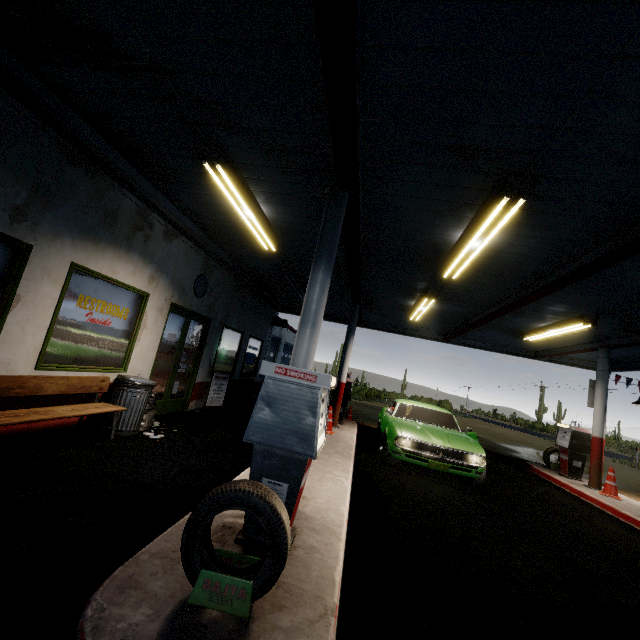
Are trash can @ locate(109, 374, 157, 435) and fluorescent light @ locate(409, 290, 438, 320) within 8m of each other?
yes

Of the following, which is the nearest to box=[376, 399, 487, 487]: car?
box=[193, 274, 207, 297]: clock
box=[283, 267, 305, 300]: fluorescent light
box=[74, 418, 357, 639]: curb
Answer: box=[74, 418, 357, 639]: curb

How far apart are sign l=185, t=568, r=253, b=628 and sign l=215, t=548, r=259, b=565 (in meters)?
0.24

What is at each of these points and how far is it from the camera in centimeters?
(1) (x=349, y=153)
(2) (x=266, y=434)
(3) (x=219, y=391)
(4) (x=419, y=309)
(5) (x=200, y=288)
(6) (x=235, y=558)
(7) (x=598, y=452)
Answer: (1) beam, 349cm
(2) gas pump, 271cm
(3) sign, 930cm
(4) fluorescent light, 934cm
(5) clock, 805cm
(6) sign, 219cm
(7) metal pillar, 876cm

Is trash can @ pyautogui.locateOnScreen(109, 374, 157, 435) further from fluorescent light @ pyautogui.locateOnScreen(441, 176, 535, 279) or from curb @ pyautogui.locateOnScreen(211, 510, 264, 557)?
fluorescent light @ pyautogui.locateOnScreen(441, 176, 535, 279)

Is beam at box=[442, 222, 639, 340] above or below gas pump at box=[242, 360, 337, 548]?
above

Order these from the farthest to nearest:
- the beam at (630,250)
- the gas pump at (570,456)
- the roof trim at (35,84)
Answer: the gas pump at (570,456), the beam at (630,250), the roof trim at (35,84)

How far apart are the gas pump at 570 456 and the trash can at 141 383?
11.23m
